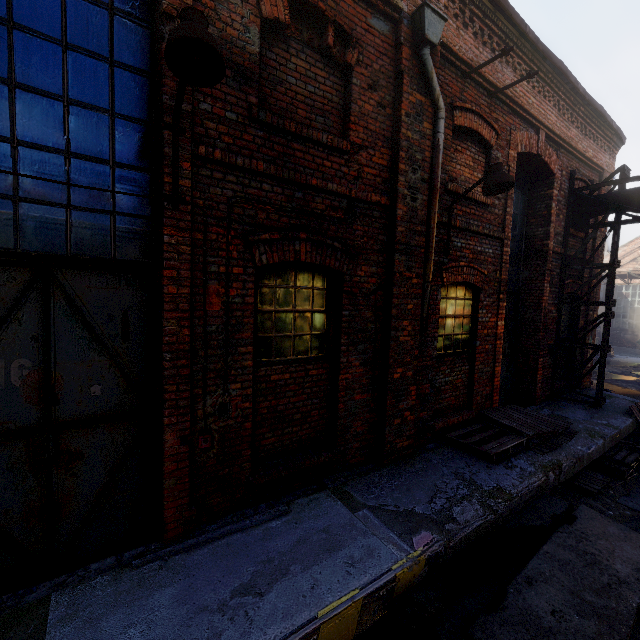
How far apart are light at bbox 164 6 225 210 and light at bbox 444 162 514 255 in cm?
387

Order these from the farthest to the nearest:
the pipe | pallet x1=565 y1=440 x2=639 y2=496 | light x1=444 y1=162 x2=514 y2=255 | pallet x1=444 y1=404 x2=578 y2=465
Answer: the pipe → pallet x1=565 y1=440 x2=639 y2=496 → pallet x1=444 y1=404 x2=578 y2=465 → light x1=444 y1=162 x2=514 y2=255

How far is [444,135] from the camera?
5.2 meters

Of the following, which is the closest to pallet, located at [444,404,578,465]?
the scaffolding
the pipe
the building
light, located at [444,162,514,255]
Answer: the building

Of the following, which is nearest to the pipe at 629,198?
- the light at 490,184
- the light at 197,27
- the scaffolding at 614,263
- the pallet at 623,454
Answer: the scaffolding at 614,263

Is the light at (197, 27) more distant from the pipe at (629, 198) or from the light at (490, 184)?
the light at (490, 184)

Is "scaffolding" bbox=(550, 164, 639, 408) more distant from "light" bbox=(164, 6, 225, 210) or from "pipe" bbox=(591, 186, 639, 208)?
"light" bbox=(164, 6, 225, 210)

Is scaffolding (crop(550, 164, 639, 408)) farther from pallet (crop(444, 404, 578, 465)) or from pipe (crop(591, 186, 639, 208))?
pallet (crop(444, 404, 578, 465))
